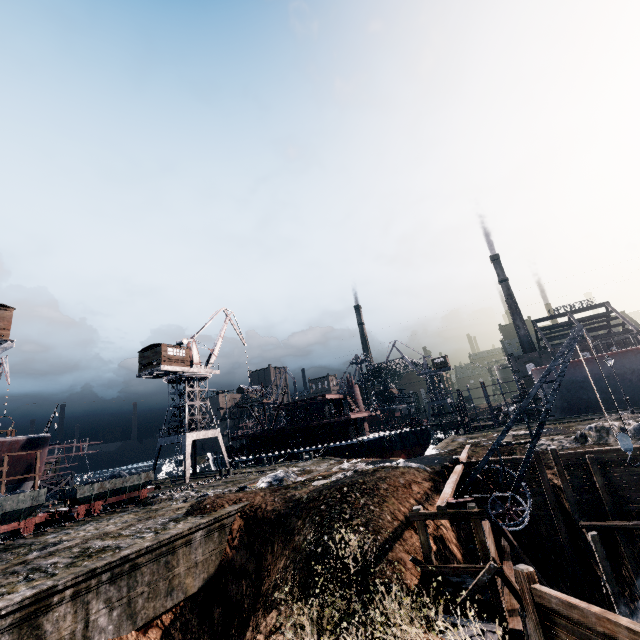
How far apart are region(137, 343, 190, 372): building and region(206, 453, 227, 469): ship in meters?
19.0

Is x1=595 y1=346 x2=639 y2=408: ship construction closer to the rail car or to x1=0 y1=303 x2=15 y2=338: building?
the rail car

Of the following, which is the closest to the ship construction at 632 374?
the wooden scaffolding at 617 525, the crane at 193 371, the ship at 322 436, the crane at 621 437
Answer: the ship at 322 436

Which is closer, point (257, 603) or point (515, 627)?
point (515, 627)

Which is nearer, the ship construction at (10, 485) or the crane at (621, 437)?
the crane at (621, 437)

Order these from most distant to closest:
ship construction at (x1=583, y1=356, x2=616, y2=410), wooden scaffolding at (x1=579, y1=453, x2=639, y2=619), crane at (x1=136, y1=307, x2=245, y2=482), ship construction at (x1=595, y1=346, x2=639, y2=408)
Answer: crane at (x1=136, y1=307, x2=245, y2=482) → ship construction at (x1=583, y1=356, x2=616, y2=410) → ship construction at (x1=595, y1=346, x2=639, y2=408) → wooden scaffolding at (x1=579, y1=453, x2=639, y2=619)

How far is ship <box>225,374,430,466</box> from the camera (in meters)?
43.91

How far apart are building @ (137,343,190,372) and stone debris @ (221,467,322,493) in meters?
23.3 m
